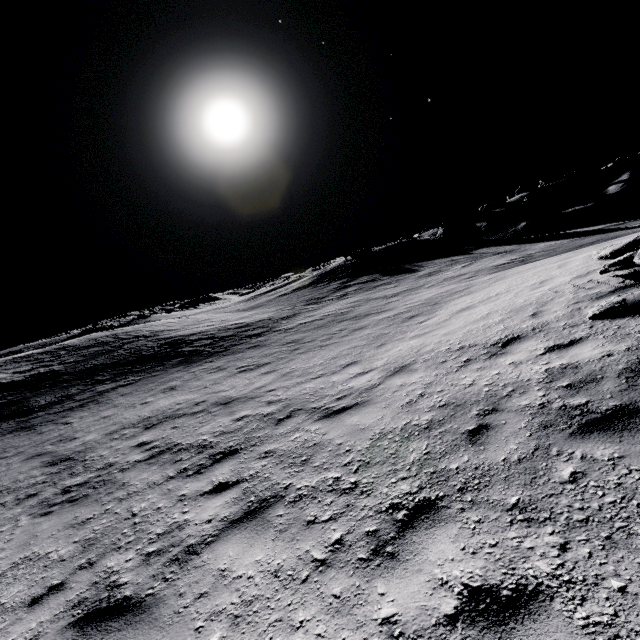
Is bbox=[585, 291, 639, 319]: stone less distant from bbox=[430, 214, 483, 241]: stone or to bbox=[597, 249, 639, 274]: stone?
bbox=[597, 249, 639, 274]: stone

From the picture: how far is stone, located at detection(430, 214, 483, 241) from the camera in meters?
35.5

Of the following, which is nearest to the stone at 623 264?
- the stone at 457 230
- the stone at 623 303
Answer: the stone at 623 303

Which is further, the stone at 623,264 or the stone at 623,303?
the stone at 623,264

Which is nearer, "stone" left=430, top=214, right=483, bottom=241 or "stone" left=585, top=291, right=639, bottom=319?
"stone" left=585, top=291, right=639, bottom=319

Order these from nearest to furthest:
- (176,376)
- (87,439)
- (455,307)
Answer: (87,439)
(455,307)
(176,376)

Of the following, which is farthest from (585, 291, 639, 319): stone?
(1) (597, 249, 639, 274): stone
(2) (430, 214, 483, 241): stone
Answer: (2) (430, 214, 483, 241): stone
